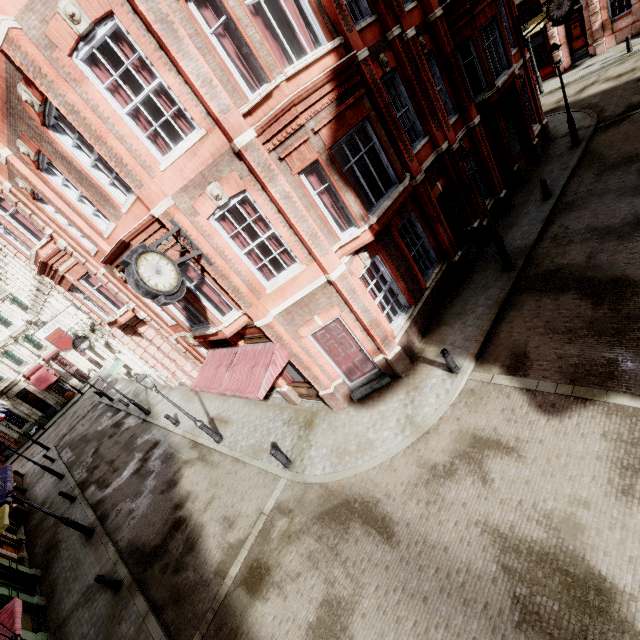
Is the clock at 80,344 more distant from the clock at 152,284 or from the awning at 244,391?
the clock at 152,284

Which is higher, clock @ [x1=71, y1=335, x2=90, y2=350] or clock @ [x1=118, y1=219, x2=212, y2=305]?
clock @ [x1=118, y1=219, x2=212, y2=305]

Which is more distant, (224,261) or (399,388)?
(399,388)

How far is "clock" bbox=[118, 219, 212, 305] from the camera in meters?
6.7

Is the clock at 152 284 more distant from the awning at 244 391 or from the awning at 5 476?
the awning at 5 476

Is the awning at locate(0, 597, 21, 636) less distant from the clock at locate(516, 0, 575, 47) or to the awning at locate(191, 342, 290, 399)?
the awning at locate(191, 342, 290, 399)

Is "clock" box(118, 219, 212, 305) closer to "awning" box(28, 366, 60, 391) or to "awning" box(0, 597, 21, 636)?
"awning" box(0, 597, 21, 636)

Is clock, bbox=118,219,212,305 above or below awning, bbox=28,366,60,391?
above
